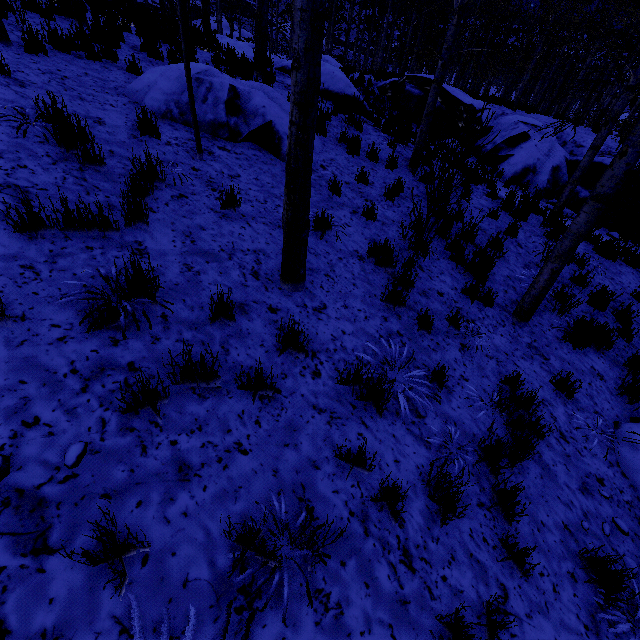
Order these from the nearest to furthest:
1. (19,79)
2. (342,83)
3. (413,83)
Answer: (19,79) < (342,83) < (413,83)

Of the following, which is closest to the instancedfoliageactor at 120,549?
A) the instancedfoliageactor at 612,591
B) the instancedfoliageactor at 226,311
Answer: the instancedfoliageactor at 226,311

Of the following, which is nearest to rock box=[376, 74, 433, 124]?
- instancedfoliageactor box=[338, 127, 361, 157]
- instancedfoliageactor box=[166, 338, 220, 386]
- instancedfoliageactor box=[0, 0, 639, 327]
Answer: instancedfoliageactor box=[0, 0, 639, 327]

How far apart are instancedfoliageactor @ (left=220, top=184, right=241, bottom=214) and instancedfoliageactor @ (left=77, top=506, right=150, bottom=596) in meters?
3.8 m

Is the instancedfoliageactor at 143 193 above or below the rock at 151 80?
below

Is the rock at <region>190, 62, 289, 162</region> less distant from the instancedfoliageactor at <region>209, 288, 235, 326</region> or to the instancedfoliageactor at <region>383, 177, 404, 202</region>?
the instancedfoliageactor at <region>383, 177, 404, 202</region>

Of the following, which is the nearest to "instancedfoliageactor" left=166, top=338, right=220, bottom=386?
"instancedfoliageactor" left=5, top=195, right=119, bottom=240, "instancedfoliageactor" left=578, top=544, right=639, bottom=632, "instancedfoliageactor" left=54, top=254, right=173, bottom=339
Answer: "instancedfoliageactor" left=54, top=254, right=173, bottom=339

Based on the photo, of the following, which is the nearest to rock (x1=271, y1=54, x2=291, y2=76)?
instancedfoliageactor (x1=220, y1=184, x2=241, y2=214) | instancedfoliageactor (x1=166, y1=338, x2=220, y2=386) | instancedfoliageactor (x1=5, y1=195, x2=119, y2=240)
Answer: instancedfoliageactor (x1=220, y1=184, x2=241, y2=214)
